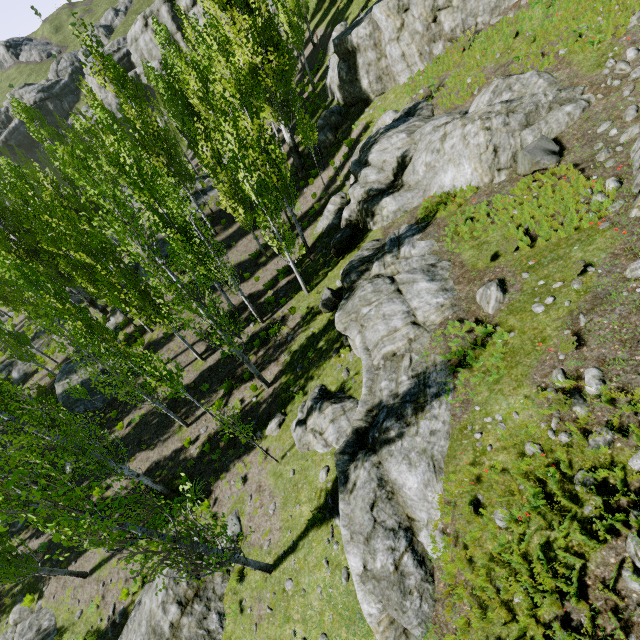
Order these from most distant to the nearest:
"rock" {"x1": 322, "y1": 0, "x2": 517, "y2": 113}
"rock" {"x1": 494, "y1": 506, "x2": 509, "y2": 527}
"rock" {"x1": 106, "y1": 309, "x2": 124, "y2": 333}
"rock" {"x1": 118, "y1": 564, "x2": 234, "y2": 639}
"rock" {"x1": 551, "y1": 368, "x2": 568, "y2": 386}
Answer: "rock" {"x1": 106, "y1": 309, "x2": 124, "y2": 333}
"rock" {"x1": 322, "y1": 0, "x2": 517, "y2": 113}
"rock" {"x1": 118, "y1": 564, "x2": 234, "y2": 639}
"rock" {"x1": 551, "y1": 368, "x2": 568, "y2": 386}
"rock" {"x1": 494, "y1": 506, "x2": 509, "y2": 527}

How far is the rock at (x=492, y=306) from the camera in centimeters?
912cm

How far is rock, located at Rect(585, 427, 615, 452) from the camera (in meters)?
5.51

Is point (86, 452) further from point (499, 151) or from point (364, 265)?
point (499, 151)

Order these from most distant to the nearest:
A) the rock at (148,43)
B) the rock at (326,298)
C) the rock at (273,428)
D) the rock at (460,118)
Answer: the rock at (148,43), the rock at (326,298), the rock at (273,428), the rock at (460,118)

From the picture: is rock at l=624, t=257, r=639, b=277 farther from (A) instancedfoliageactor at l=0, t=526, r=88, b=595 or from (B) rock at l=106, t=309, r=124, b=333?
(B) rock at l=106, t=309, r=124, b=333

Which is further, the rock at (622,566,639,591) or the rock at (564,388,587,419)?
the rock at (564,388,587,419)

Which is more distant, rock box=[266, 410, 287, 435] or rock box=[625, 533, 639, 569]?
rock box=[266, 410, 287, 435]
